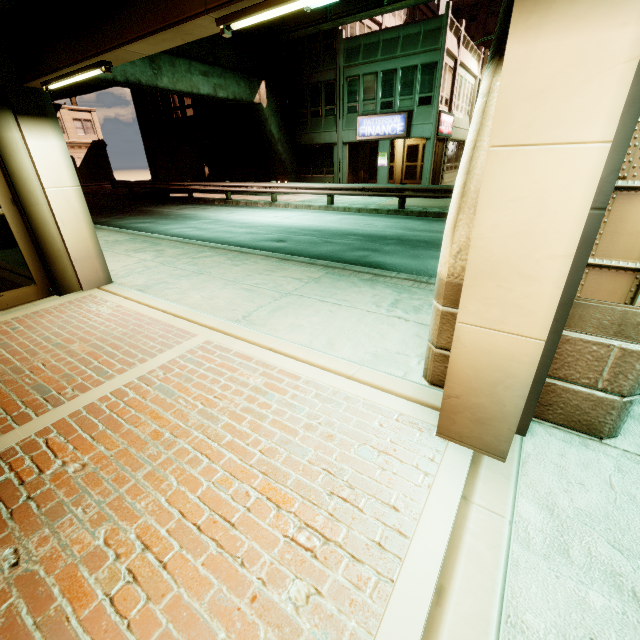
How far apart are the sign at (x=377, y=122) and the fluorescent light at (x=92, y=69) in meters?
20.7 m

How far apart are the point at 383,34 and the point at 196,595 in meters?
26.8 m

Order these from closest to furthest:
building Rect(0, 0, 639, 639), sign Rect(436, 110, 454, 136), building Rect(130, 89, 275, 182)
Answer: building Rect(0, 0, 639, 639), sign Rect(436, 110, 454, 136), building Rect(130, 89, 275, 182)

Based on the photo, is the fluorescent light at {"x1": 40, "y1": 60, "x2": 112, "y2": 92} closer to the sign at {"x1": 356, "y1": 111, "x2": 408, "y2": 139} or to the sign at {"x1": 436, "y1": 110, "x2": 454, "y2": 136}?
the sign at {"x1": 356, "y1": 111, "x2": 408, "y2": 139}

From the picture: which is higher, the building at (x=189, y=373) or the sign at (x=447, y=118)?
the sign at (x=447, y=118)

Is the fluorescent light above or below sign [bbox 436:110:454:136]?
below

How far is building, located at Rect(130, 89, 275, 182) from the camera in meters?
22.2

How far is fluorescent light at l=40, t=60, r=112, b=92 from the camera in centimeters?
355cm
